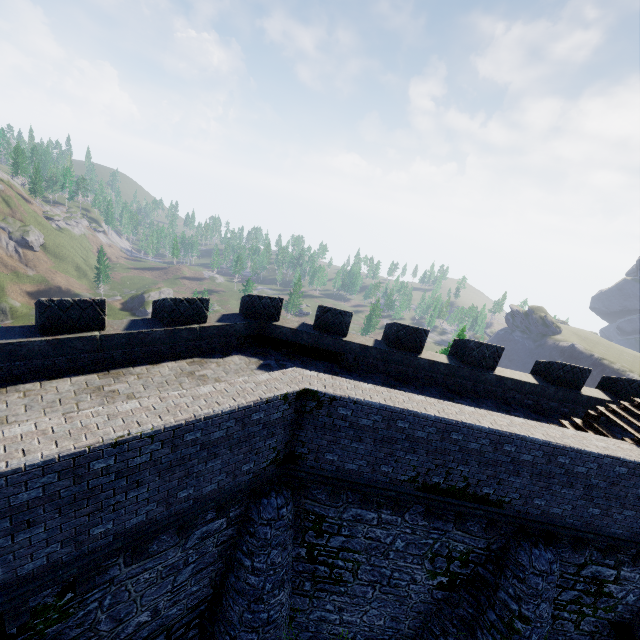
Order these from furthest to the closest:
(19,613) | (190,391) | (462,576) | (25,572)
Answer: (462,576), (190,391), (19,613), (25,572)
